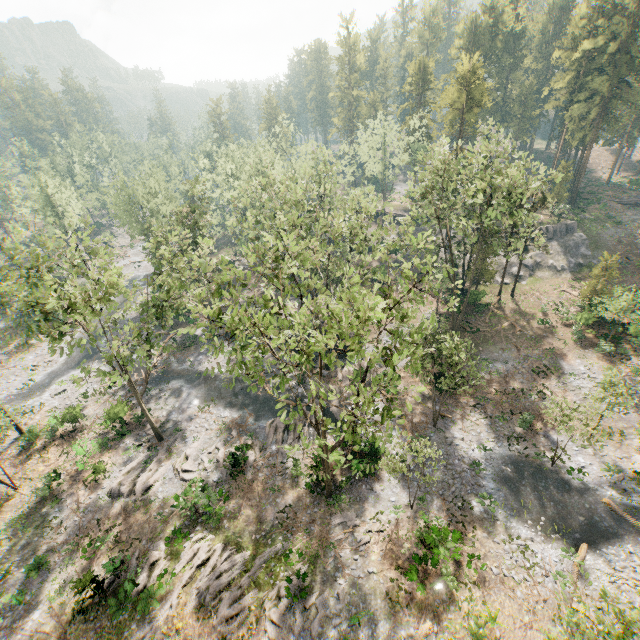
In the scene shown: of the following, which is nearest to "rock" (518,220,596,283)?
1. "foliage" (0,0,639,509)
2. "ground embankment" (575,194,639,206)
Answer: "foliage" (0,0,639,509)

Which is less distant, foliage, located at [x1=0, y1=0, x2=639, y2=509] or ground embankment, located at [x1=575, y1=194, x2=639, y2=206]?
foliage, located at [x1=0, y1=0, x2=639, y2=509]

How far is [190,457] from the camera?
27.75m

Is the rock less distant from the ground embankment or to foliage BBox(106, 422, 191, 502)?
foliage BBox(106, 422, 191, 502)

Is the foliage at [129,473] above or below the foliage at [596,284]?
below

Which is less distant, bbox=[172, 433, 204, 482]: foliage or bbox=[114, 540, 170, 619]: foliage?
bbox=[114, 540, 170, 619]: foliage

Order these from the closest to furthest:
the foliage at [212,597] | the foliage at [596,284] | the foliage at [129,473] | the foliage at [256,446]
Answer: the foliage at [212,597] → the foliage at [129,473] → the foliage at [256,446] → the foliage at [596,284]
